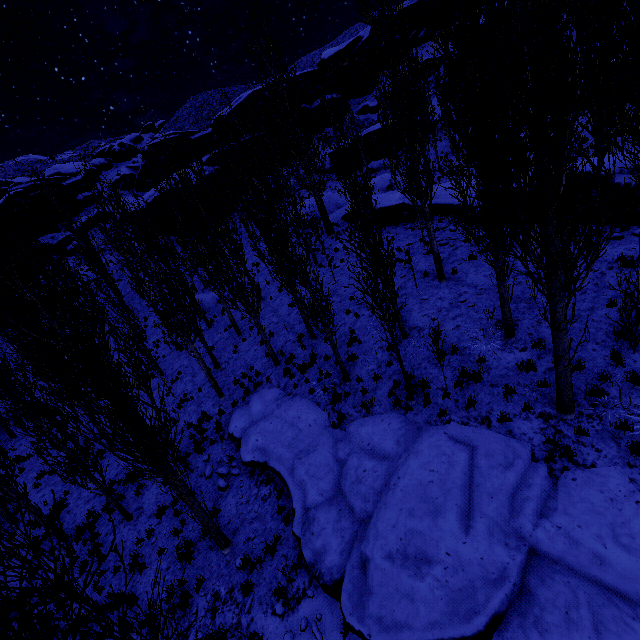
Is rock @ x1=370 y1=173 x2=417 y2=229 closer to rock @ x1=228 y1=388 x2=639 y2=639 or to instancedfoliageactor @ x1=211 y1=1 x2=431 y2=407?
instancedfoliageactor @ x1=211 y1=1 x2=431 y2=407

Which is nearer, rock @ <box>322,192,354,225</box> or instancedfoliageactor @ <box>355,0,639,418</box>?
instancedfoliageactor @ <box>355,0,639,418</box>

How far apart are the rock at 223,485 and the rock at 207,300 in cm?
1565

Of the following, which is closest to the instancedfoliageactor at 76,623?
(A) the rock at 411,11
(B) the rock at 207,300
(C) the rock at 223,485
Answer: (A) the rock at 411,11

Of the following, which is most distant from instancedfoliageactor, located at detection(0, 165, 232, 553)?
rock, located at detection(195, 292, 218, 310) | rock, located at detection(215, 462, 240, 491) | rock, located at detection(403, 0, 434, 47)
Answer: rock, located at detection(215, 462, 240, 491)

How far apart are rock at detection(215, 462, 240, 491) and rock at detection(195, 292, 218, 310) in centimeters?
1565cm

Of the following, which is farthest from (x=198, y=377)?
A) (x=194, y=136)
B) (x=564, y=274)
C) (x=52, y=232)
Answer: (x=194, y=136)

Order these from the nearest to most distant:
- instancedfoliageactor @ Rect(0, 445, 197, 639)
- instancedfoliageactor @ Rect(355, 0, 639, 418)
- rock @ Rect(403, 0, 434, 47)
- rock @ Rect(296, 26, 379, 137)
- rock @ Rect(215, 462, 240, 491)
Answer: instancedfoliageactor @ Rect(0, 445, 197, 639), instancedfoliageactor @ Rect(355, 0, 639, 418), rock @ Rect(215, 462, 240, 491), rock @ Rect(296, 26, 379, 137), rock @ Rect(403, 0, 434, 47)
